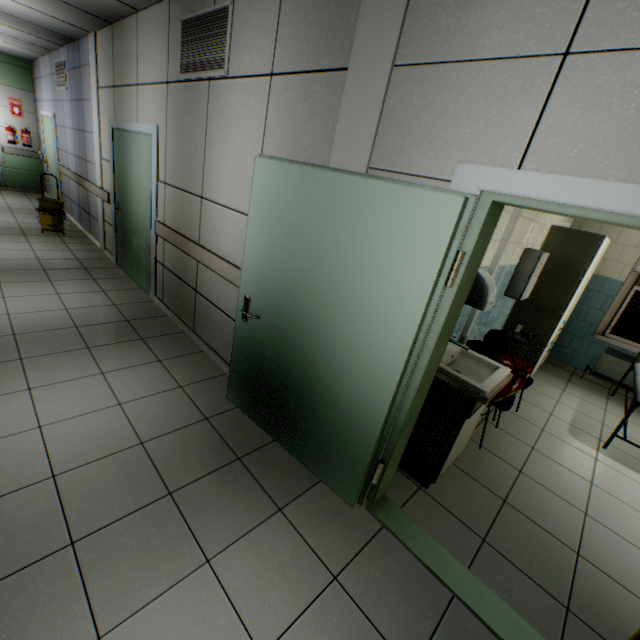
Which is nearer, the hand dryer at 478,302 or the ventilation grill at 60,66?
the hand dryer at 478,302

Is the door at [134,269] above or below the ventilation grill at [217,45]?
below

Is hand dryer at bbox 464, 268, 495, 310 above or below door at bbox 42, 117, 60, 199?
below

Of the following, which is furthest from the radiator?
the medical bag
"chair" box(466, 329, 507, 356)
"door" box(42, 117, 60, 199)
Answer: "door" box(42, 117, 60, 199)

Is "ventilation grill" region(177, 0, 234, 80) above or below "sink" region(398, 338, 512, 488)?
above

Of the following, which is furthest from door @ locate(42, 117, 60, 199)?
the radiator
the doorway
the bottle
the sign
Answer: the radiator

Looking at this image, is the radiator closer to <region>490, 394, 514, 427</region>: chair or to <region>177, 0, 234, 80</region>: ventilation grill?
<region>490, 394, 514, 427</region>: chair

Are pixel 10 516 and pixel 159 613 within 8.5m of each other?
yes
